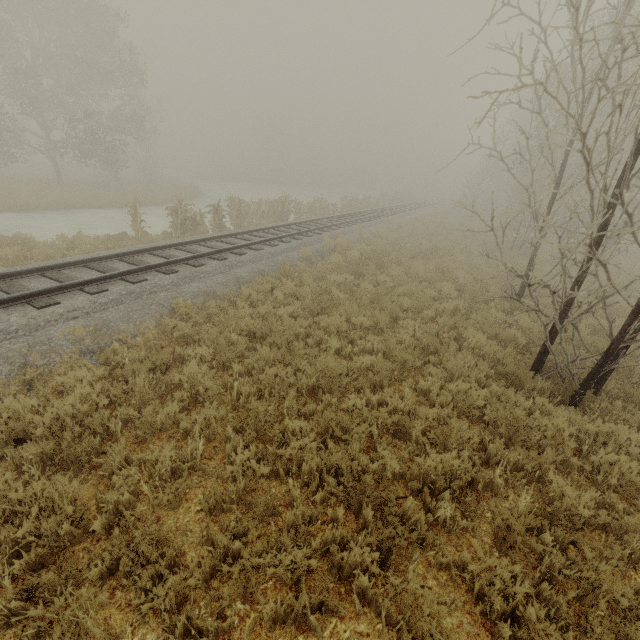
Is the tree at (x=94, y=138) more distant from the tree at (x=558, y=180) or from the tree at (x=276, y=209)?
the tree at (x=558, y=180)

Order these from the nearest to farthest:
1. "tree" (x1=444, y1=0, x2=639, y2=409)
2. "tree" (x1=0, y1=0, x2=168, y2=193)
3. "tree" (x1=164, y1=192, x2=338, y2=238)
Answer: "tree" (x1=444, y1=0, x2=639, y2=409) → "tree" (x1=164, y1=192, x2=338, y2=238) → "tree" (x1=0, y1=0, x2=168, y2=193)

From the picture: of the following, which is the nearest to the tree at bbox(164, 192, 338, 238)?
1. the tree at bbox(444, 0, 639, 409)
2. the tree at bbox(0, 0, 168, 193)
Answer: the tree at bbox(444, 0, 639, 409)

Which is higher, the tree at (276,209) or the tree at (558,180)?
the tree at (558,180)

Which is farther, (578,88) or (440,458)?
(578,88)

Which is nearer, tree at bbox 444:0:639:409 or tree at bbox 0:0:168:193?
tree at bbox 444:0:639:409

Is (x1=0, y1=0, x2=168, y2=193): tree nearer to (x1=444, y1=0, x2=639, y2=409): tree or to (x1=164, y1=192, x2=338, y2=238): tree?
(x1=164, y1=192, x2=338, y2=238): tree
